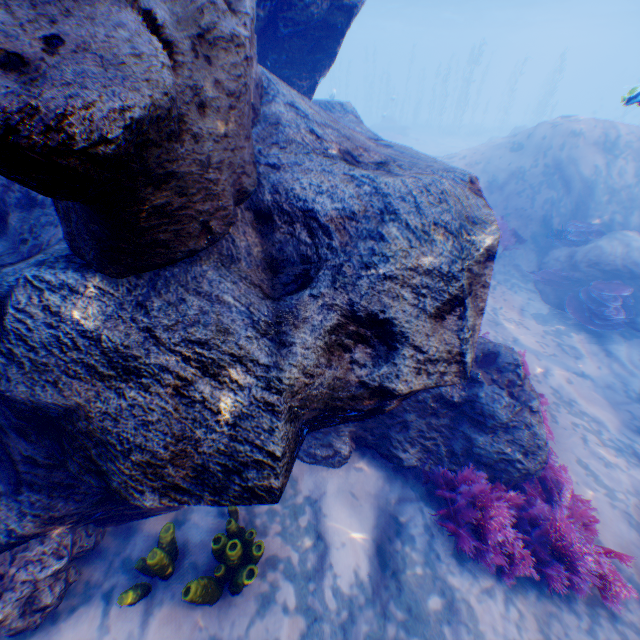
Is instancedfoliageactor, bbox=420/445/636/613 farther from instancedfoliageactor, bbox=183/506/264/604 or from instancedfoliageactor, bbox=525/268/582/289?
instancedfoliageactor, bbox=183/506/264/604

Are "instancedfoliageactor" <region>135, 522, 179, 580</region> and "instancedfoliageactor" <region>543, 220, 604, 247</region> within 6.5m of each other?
no

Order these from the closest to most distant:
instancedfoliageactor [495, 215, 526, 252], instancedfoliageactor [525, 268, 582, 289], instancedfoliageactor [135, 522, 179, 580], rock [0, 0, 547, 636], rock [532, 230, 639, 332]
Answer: rock [0, 0, 547, 636] → instancedfoliageactor [135, 522, 179, 580] → rock [532, 230, 639, 332] → instancedfoliageactor [525, 268, 582, 289] → instancedfoliageactor [495, 215, 526, 252]

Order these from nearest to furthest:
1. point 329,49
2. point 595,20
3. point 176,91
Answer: Answer: point 176,91, point 329,49, point 595,20

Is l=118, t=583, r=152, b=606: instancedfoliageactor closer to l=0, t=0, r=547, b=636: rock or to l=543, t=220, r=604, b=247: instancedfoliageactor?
l=0, t=0, r=547, b=636: rock

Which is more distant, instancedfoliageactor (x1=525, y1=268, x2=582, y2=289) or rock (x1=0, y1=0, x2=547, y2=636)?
instancedfoliageactor (x1=525, y1=268, x2=582, y2=289)

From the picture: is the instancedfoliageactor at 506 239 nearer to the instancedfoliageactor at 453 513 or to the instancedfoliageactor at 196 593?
the instancedfoliageactor at 453 513

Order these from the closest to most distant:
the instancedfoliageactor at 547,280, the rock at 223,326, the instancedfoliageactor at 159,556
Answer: the rock at 223,326, the instancedfoliageactor at 159,556, the instancedfoliageactor at 547,280
